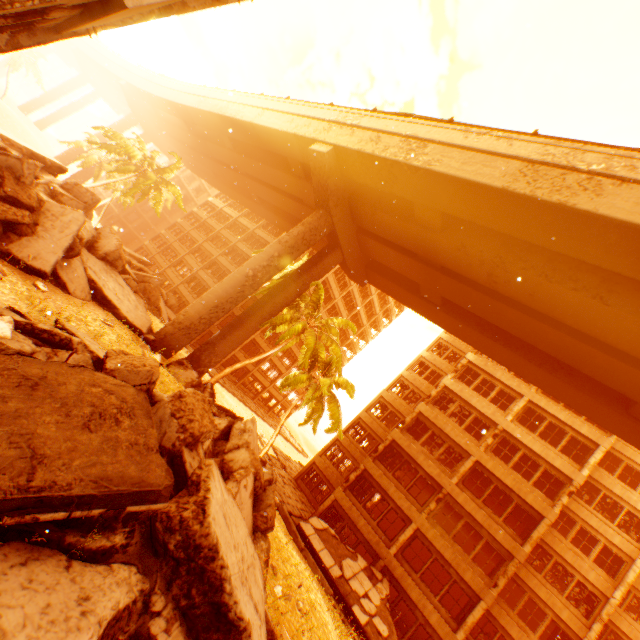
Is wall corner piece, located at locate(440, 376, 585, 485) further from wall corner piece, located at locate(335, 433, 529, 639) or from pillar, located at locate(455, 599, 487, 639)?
pillar, located at locate(455, 599, 487, 639)

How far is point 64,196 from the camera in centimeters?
1563cm

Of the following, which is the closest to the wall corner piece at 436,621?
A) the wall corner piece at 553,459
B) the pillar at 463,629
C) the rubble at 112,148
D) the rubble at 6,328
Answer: the pillar at 463,629

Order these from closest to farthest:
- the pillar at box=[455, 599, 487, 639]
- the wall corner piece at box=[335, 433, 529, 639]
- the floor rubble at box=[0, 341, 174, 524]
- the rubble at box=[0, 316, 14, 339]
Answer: the floor rubble at box=[0, 341, 174, 524] → the rubble at box=[0, 316, 14, 339] → the pillar at box=[455, 599, 487, 639] → the wall corner piece at box=[335, 433, 529, 639]

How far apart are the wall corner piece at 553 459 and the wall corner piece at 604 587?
2.1 meters

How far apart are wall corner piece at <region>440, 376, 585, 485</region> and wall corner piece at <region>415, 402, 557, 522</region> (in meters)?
2.06

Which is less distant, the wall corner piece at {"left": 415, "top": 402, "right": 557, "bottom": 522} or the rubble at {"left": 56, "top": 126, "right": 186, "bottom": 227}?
the wall corner piece at {"left": 415, "top": 402, "right": 557, "bottom": 522}
